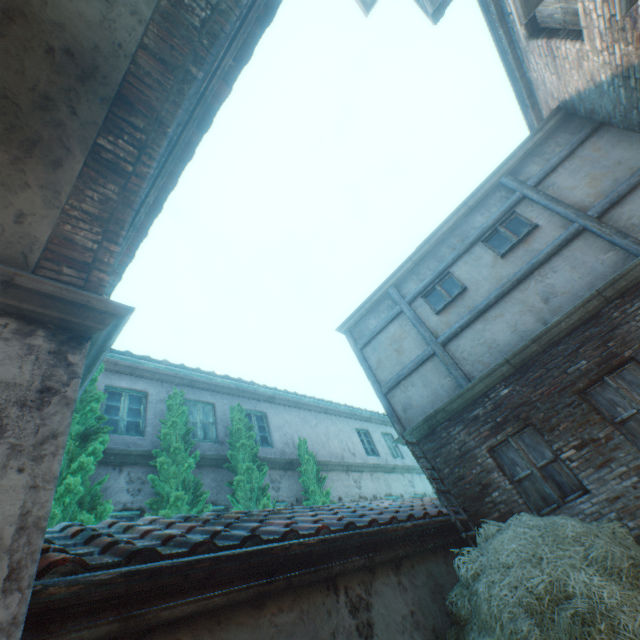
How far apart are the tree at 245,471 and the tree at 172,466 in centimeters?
69cm

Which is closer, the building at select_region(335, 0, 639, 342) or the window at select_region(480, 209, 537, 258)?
the building at select_region(335, 0, 639, 342)

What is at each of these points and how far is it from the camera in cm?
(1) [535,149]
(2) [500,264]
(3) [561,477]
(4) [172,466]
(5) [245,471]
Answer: (1) building, 796
(2) building, 764
(3) building, 572
(4) tree, 674
(5) tree, 787

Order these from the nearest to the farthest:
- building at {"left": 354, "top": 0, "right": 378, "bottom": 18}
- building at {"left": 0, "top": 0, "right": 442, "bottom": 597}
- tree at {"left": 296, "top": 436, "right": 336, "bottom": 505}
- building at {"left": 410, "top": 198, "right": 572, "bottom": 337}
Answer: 1. building at {"left": 0, "top": 0, "right": 442, "bottom": 597}
2. building at {"left": 354, "top": 0, "right": 378, "bottom": 18}
3. building at {"left": 410, "top": 198, "right": 572, "bottom": 337}
4. tree at {"left": 296, "top": 436, "right": 336, "bottom": 505}

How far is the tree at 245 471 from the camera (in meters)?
7.52

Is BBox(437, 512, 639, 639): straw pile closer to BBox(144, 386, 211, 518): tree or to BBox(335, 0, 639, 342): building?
BBox(335, 0, 639, 342): building

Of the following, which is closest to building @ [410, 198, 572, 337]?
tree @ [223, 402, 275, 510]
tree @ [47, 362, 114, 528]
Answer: tree @ [47, 362, 114, 528]

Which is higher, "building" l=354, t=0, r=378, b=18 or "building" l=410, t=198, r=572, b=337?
"building" l=354, t=0, r=378, b=18
